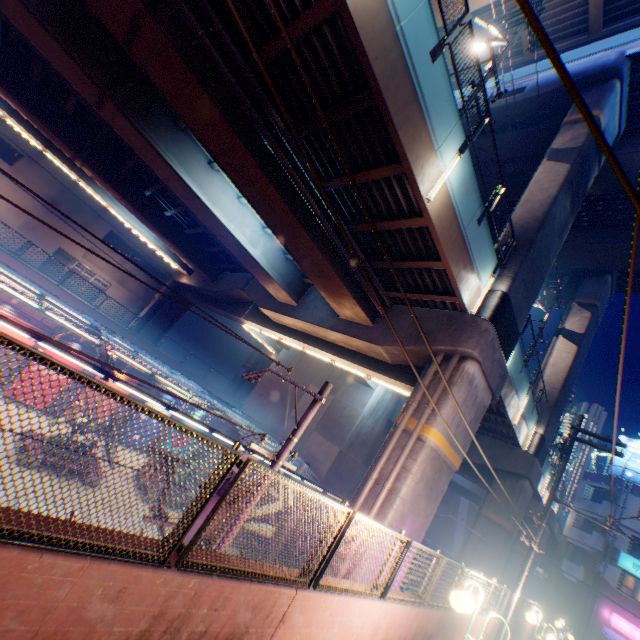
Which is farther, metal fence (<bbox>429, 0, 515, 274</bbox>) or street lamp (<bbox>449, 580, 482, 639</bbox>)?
metal fence (<bbox>429, 0, 515, 274</bbox>)

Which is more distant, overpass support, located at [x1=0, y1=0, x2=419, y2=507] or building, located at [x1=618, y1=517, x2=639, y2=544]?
building, located at [x1=618, y1=517, x2=639, y2=544]

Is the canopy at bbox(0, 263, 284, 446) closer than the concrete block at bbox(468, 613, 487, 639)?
No

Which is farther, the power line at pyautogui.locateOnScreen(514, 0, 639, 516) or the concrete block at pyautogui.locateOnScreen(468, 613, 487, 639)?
the concrete block at pyautogui.locateOnScreen(468, 613, 487, 639)

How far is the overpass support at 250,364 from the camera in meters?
40.8 m

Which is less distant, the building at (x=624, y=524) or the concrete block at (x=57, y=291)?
the concrete block at (x=57, y=291)

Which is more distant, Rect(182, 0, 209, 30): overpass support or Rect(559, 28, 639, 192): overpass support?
Rect(559, 28, 639, 192): overpass support

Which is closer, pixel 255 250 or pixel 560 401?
pixel 255 250
